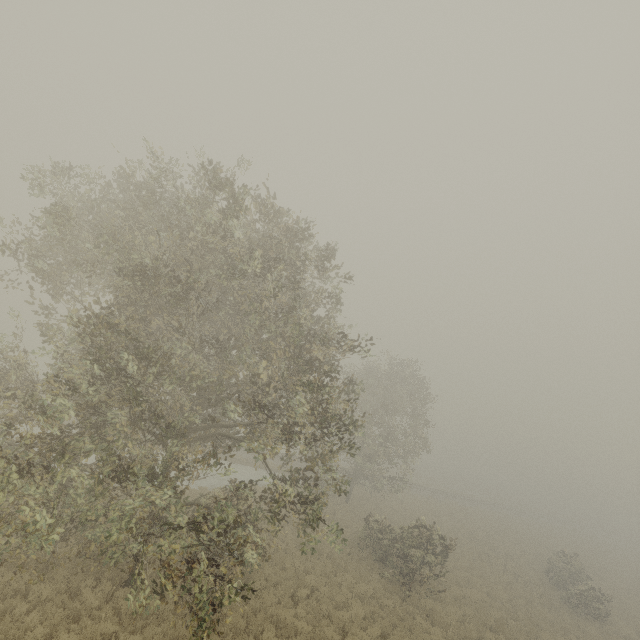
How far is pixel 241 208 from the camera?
8.8m
